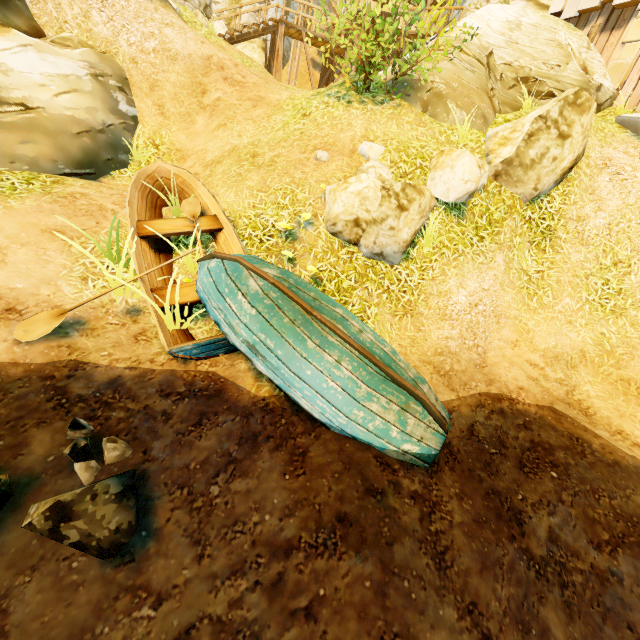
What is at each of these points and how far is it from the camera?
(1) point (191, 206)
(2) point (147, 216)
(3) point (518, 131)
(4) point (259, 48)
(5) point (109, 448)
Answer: (1) oar, 5.4m
(2) boat, 5.4m
(3) rock, 6.4m
(4) rock, 19.1m
(5) rock, 3.1m

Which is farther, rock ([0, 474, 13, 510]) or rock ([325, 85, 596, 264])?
rock ([325, 85, 596, 264])

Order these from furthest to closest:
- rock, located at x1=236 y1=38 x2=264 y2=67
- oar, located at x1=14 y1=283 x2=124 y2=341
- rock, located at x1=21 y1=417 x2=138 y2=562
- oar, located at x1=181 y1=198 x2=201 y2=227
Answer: rock, located at x1=236 y1=38 x2=264 y2=67
oar, located at x1=181 y1=198 x2=201 y2=227
oar, located at x1=14 y1=283 x2=124 y2=341
rock, located at x1=21 y1=417 x2=138 y2=562

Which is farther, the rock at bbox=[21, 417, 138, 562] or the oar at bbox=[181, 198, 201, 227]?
the oar at bbox=[181, 198, 201, 227]

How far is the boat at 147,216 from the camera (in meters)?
3.56

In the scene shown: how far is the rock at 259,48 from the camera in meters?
18.9 m

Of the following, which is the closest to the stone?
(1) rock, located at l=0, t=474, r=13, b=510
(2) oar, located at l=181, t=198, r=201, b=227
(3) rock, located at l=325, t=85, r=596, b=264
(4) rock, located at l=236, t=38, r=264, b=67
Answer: (3) rock, located at l=325, t=85, r=596, b=264

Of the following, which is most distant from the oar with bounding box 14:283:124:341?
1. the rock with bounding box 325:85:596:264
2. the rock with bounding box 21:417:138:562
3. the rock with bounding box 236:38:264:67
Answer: the rock with bounding box 236:38:264:67
